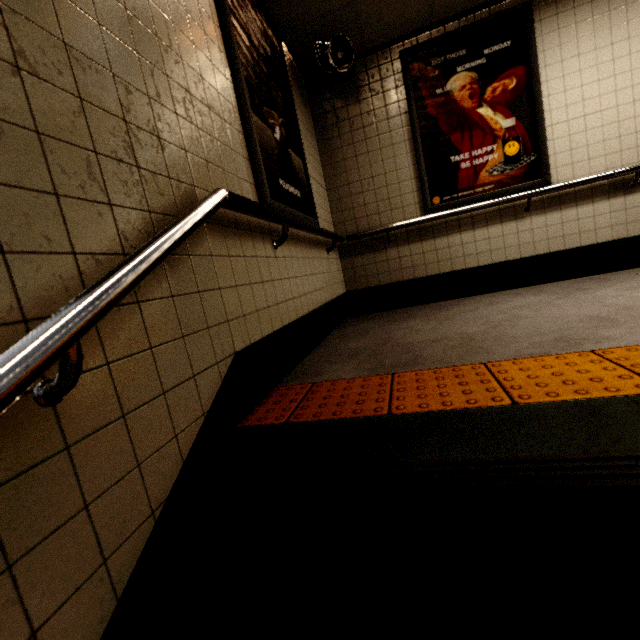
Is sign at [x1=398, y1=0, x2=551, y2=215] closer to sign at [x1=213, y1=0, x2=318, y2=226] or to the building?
the building

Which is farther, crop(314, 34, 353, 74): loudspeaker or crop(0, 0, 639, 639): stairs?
crop(314, 34, 353, 74): loudspeaker

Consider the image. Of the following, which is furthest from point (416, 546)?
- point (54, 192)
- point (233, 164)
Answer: point (233, 164)

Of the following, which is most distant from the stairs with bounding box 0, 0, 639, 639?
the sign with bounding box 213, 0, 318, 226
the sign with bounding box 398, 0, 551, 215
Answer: the sign with bounding box 398, 0, 551, 215

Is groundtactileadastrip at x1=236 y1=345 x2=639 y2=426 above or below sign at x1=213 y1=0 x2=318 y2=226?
below

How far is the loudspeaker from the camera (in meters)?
3.18

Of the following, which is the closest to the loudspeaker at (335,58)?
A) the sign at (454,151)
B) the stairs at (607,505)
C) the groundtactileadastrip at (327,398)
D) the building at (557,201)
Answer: the building at (557,201)

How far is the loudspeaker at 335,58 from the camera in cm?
318
